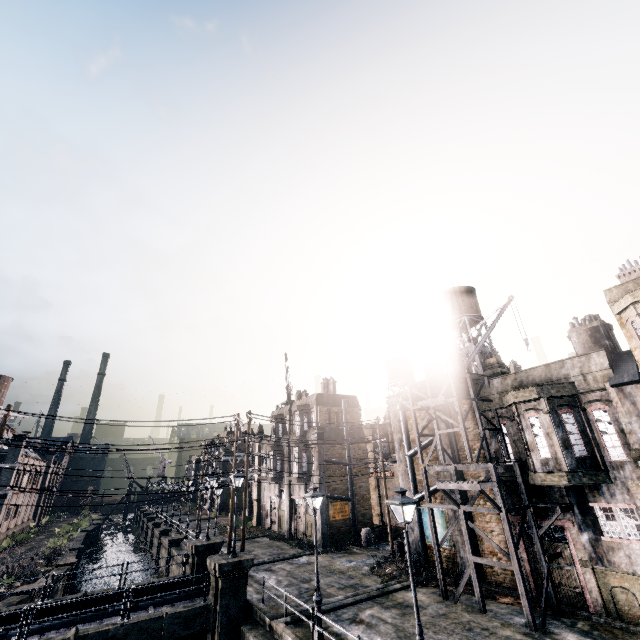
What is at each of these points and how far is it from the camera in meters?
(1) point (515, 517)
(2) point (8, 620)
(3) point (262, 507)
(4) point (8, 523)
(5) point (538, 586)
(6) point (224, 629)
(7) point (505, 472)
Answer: (1) building, 17.8
(2) column, 16.5
(3) building, 42.1
(4) building, 42.4
(5) building, 16.6
(6) column, 15.6
(7) building, 18.4

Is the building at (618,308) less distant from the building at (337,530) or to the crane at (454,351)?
the crane at (454,351)

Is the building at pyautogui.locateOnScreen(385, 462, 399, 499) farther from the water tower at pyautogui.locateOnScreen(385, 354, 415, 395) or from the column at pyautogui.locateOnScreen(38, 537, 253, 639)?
the column at pyautogui.locateOnScreen(38, 537, 253, 639)

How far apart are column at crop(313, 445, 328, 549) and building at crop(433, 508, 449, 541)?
9.6 meters

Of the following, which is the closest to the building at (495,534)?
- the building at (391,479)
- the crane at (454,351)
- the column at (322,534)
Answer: the crane at (454,351)

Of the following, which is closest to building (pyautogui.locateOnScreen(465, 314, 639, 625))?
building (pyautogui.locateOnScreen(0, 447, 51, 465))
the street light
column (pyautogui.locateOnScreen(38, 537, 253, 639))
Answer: the street light

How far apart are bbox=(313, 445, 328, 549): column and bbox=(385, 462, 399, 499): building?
10.1m

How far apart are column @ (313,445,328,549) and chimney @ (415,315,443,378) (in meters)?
12.59
